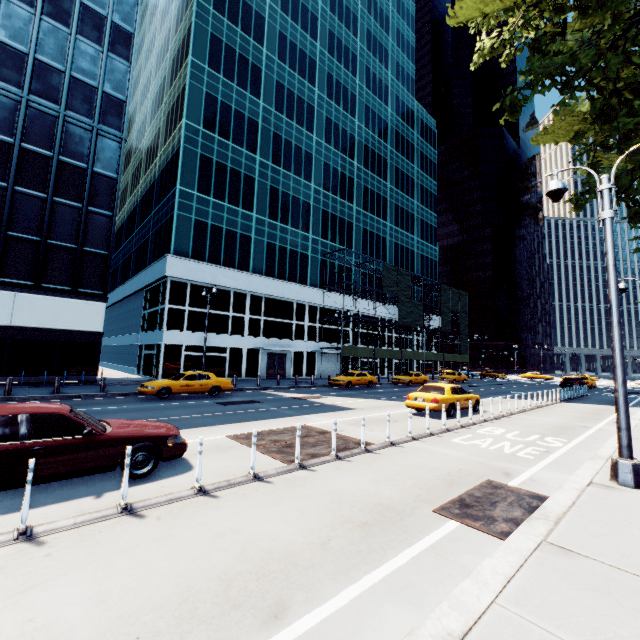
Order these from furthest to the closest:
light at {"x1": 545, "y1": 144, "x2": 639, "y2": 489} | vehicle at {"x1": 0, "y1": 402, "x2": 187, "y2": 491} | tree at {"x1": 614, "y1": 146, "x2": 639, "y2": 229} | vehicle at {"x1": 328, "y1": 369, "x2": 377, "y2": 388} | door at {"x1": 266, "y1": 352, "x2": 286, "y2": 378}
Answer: door at {"x1": 266, "y1": 352, "x2": 286, "y2": 378}, vehicle at {"x1": 328, "y1": 369, "x2": 377, "y2": 388}, tree at {"x1": 614, "y1": 146, "x2": 639, "y2": 229}, light at {"x1": 545, "y1": 144, "x2": 639, "y2": 489}, vehicle at {"x1": 0, "y1": 402, "x2": 187, "y2": 491}

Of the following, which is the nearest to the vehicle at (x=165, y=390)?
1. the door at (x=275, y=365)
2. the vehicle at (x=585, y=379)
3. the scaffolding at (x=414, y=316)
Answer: the door at (x=275, y=365)

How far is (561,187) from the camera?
7.99m

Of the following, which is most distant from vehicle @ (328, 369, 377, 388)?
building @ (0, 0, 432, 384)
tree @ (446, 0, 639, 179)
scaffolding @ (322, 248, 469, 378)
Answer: tree @ (446, 0, 639, 179)

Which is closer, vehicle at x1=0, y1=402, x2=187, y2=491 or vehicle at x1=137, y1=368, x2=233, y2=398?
vehicle at x1=0, y1=402, x2=187, y2=491

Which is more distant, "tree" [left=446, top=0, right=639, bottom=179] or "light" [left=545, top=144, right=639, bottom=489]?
"tree" [left=446, top=0, right=639, bottom=179]

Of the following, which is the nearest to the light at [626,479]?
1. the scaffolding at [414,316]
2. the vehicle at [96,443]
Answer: the vehicle at [96,443]

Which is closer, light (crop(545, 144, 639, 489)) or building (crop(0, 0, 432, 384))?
light (crop(545, 144, 639, 489))
